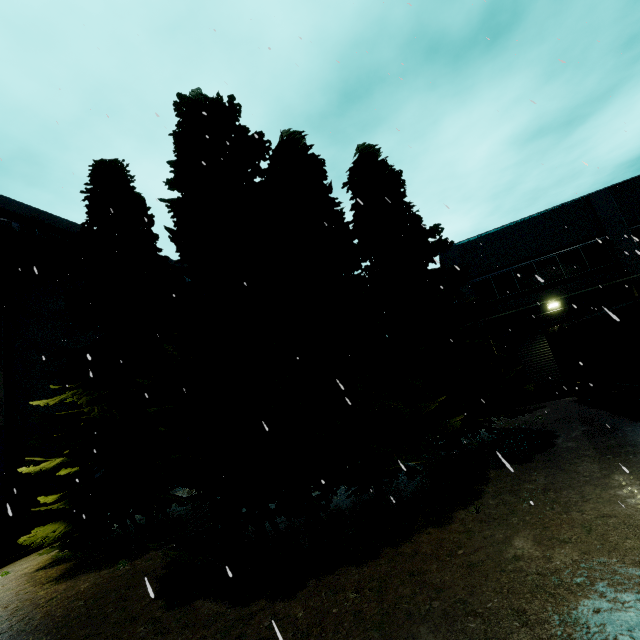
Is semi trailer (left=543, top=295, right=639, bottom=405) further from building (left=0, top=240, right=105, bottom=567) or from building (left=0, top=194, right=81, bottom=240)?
building (left=0, top=240, right=105, bottom=567)

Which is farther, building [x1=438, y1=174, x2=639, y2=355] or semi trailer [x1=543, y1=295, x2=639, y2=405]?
building [x1=438, y1=174, x2=639, y2=355]

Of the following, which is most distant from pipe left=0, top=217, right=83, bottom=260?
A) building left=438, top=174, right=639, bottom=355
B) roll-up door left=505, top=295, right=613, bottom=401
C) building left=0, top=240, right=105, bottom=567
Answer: roll-up door left=505, top=295, right=613, bottom=401

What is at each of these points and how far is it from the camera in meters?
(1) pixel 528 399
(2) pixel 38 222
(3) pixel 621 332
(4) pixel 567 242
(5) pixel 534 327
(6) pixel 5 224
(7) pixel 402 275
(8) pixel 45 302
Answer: (1) building, 17.6
(2) building, 16.6
(3) semi trailer, 9.5
(4) building, 17.9
(5) roll-up door, 18.2
(6) pipe, 14.6
(7) tree, 12.9
(8) building, 16.6

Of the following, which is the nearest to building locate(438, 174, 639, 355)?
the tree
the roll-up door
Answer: the roll-up door

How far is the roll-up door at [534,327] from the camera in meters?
17.3

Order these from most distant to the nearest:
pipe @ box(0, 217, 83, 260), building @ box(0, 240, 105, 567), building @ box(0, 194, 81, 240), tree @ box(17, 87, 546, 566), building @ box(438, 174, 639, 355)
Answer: building @ box(438, 174, 639, 355) → building @ box(0, 194, 81, 240) → pipe @ box(0, 217, 83, 260) → building @ box(0, 240, 105, 567) → tree @ box(17, 87, 546, 566)

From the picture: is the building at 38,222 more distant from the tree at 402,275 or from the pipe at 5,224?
the tree at 402,275
